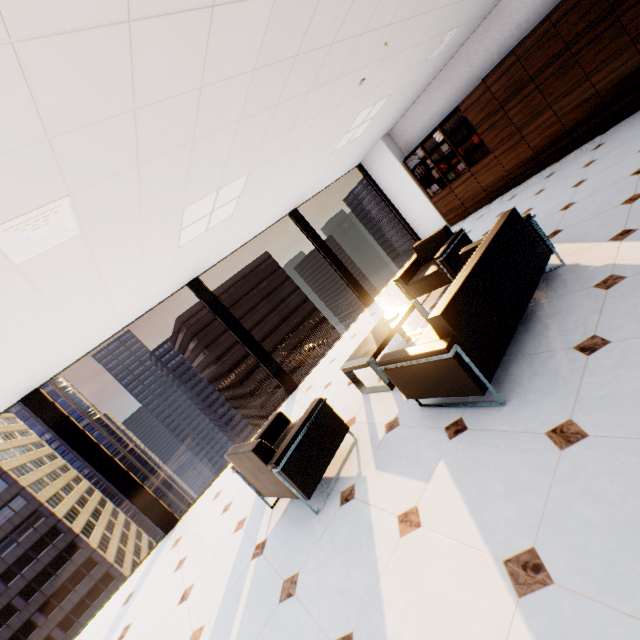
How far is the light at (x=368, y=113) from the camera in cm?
543

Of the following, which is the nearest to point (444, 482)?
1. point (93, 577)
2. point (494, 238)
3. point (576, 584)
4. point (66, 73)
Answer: point (576, 584)

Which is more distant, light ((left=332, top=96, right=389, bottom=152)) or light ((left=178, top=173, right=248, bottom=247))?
light ((left=332, top=96, right=389, bottom=152))

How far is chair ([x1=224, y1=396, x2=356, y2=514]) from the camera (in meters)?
2.72

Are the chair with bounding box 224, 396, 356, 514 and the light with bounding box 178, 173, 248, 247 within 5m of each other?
yes

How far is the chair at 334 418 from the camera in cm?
272

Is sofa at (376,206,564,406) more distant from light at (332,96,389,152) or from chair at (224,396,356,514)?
light at (332,96,389,152)

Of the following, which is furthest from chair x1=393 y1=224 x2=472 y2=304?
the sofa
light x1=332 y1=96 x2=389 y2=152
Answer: light x1=332 y1=96 x2=389 y2=152
